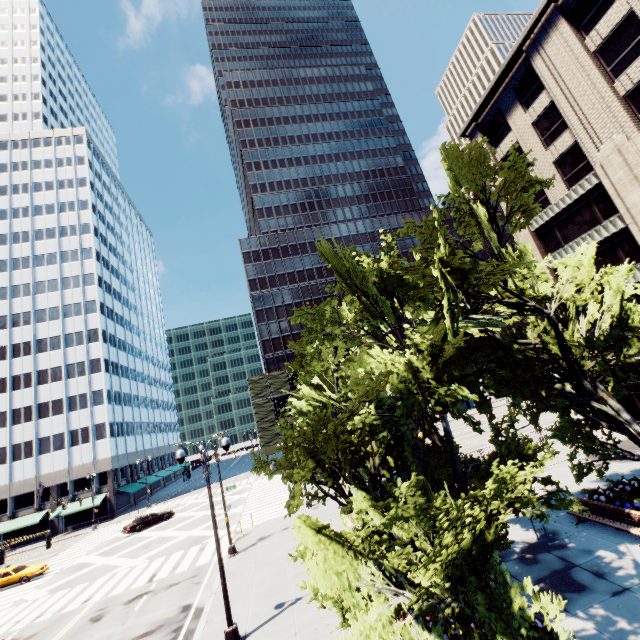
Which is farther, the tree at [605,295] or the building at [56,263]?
the building at [56,263]

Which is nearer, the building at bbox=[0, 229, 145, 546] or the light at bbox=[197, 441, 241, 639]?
the light at bbox=[197, 441, 241, 639]

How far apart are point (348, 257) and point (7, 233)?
79.37m

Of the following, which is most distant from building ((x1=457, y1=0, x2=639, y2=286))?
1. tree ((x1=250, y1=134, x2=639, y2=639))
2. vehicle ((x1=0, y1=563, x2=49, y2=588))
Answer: vehicle ((x1=0, y1=563, x2=49, y2=588))

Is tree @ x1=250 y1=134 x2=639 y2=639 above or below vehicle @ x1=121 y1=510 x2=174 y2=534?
above

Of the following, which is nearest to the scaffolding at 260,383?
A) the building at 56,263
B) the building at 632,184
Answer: the building at 56,263

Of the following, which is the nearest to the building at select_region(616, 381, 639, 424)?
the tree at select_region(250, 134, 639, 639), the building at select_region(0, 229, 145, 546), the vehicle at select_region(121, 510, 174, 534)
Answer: the tree at select_region(250, 134, 639, 639)

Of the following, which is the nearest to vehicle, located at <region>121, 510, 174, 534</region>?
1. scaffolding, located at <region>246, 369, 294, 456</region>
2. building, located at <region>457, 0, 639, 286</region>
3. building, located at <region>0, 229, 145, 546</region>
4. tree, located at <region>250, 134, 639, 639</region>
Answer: scaffolding, located at <region>246, 369, 294, 456</region>
